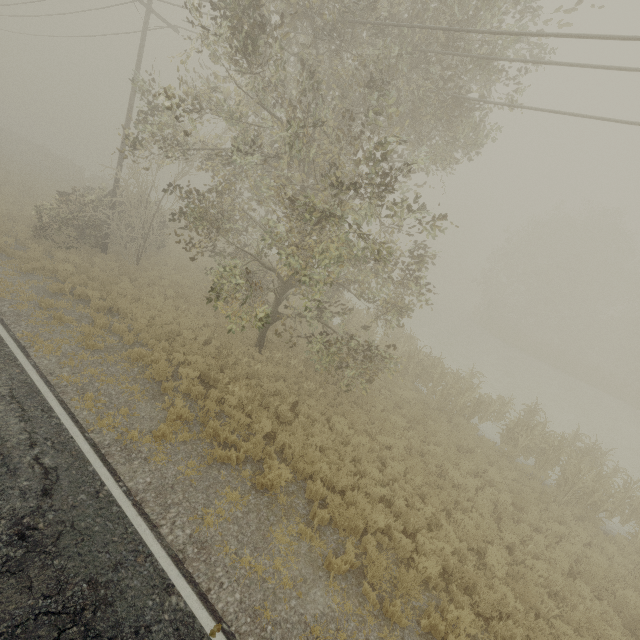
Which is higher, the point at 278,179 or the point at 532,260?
the point at 532,260
